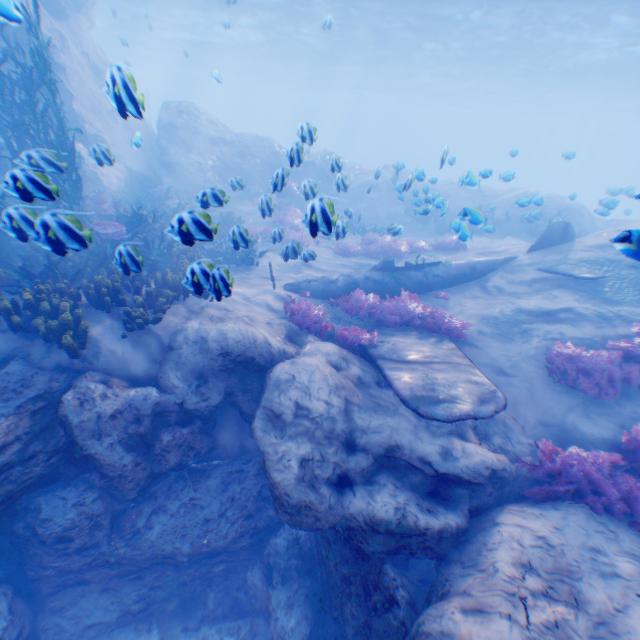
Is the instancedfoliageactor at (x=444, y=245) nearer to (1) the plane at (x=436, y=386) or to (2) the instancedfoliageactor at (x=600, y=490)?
(1) the plane at (x=436, y=386)

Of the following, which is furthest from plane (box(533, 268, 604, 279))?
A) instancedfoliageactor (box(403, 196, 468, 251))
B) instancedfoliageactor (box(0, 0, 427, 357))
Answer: instancedfoliageactor (box(403, 196, 468, 251))

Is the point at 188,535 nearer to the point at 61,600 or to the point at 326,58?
the point at 61,600

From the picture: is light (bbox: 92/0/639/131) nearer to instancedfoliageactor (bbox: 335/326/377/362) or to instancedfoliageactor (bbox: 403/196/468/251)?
instancedfoliageactor (bbox: 403/196/468/251)

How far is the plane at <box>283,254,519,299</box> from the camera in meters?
10.3

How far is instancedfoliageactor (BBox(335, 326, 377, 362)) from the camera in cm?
778

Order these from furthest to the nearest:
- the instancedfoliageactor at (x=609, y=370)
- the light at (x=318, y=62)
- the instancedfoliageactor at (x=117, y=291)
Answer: the light at (x=318, y=62) < the instancedfoliageactor at (x=609, y=370) < the instancedfoliageactor at (x=117, y=291)

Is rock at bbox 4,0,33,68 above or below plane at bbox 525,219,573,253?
above
